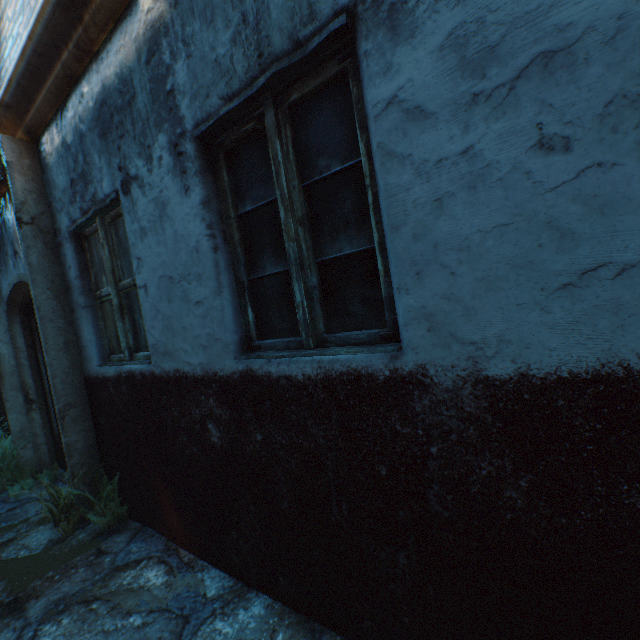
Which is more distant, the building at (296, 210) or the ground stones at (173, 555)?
the ground stones at (173, 555)

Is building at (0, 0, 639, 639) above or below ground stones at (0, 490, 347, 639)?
above

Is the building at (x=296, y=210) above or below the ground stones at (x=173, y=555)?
above

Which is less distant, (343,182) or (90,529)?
(343,182)

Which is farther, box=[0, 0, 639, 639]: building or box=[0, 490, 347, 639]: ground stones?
box=[0, 490, 347, 639]: ground stones
